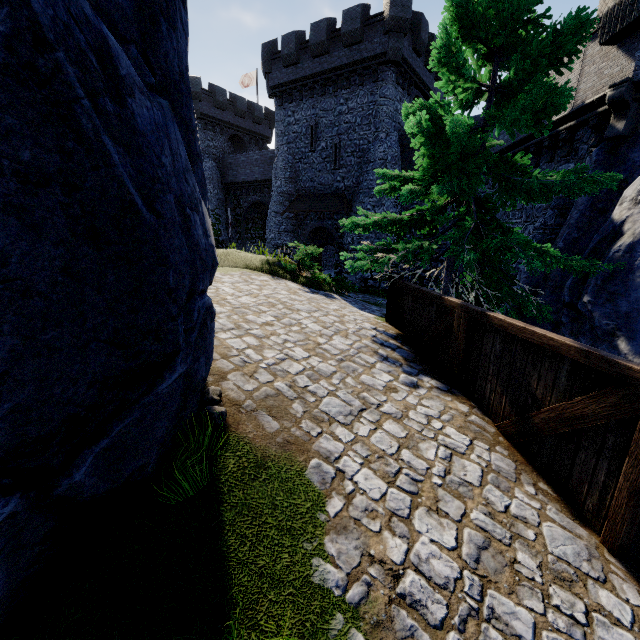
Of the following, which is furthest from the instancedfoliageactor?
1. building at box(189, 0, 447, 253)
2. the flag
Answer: the flag

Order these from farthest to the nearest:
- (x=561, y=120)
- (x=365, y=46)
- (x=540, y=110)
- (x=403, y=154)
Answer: (x=403, y=154), (x=365, y=46), (x=561, y=120), (x=540, y=110)

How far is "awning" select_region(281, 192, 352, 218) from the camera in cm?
2294

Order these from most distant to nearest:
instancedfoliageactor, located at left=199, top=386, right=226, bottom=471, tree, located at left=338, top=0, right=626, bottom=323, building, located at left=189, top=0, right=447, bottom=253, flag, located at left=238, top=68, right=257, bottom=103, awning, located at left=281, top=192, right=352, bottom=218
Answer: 1. flag, located at left=238, top=68, right=257, bottom=103
2. awning, located at left=281, top=192, right=352, bottom=218
3. building, located at left=189, top=0, right=447, bottom=253
4. tree, located at left=338, top=0, right=626, bottom=323
5. instancedfoliageactor, located at left=199, top=386, right=226, bottom=471

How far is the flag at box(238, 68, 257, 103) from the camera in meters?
36.5 m

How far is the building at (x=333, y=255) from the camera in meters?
24.3 m

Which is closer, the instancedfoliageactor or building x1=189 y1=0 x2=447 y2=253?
the instancedfoliageactor

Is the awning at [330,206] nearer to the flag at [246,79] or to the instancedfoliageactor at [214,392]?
the flag at [246,79]
